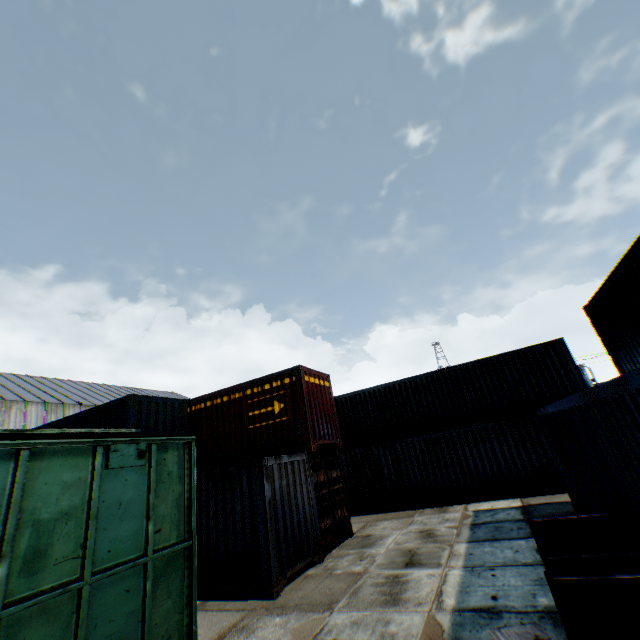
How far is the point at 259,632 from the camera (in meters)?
5.93

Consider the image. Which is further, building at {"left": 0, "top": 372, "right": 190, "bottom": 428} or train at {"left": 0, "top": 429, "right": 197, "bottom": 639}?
building at {"left": 0, "top": 372, "right": 190, "bottom": 428}

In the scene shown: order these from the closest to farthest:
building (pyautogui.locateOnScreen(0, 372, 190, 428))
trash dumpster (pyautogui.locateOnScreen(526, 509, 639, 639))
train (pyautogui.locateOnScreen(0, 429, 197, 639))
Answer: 1. trash dumpster (pyautogui.locateOnScreen(526, 509, 639, 639))
2. train (pyautogui.locateOnScreen(0, 429, 197, 639))
3. building (pyautogui.locateOnScreen(0, 372, 190, 428))

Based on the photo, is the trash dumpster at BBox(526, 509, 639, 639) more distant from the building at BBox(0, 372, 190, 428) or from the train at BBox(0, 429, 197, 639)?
the building at BBox(0, 372, 190, 428)

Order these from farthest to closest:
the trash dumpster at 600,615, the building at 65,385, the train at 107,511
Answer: the building at 65,385 < the train at 107,511 < the trash dumpster at 600,615

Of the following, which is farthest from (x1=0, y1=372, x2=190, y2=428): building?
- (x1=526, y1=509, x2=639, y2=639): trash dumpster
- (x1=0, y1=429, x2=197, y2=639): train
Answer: (x1=526, y1=509, x2=639, y2=639): trash dumpster

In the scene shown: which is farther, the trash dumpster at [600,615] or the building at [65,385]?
the building at [65,385]
